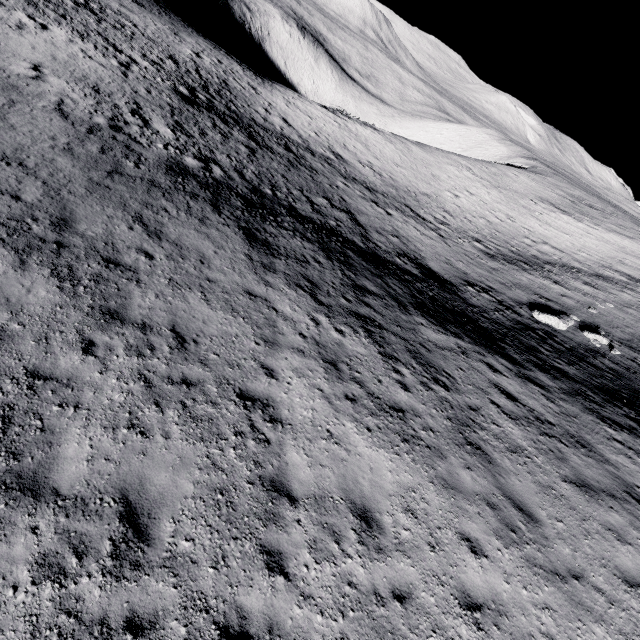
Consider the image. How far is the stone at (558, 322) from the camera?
17.39m

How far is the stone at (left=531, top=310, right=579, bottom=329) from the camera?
17.39m

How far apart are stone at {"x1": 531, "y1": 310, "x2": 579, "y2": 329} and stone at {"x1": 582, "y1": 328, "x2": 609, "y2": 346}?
0.77m

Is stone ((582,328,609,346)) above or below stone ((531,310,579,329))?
above

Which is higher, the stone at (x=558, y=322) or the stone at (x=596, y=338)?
the stone at (x=596, y=338)

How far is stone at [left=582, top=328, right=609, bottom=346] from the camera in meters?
16.9

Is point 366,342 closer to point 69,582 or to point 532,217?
point 69,582
